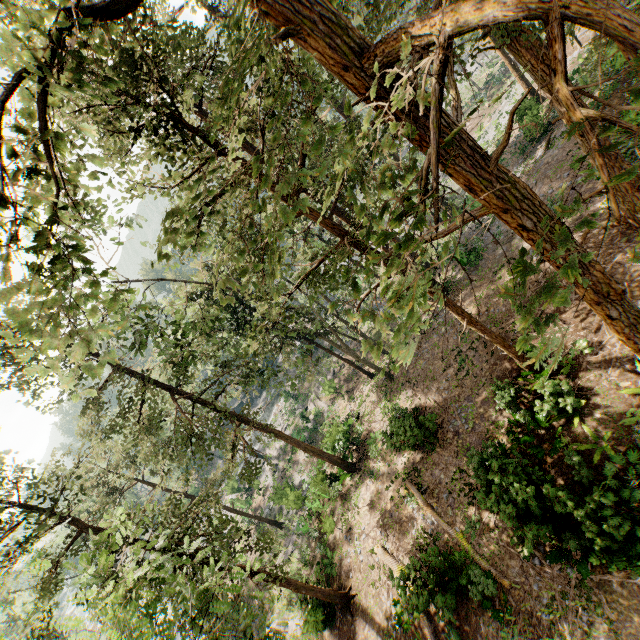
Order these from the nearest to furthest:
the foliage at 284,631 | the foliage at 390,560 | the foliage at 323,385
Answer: the foliage at 284,631 → the foliage at 390,560 → the foliage at 323,385

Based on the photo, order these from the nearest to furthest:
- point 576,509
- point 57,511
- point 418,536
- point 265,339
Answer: point 576,509 → point 57,511 → point 418,536 → point 265,339

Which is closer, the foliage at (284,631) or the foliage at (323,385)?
the foliage at (284,631)

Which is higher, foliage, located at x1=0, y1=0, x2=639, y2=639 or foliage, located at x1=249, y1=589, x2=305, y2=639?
foliage, located at x1=0, y1=0, x2=639, y2=639

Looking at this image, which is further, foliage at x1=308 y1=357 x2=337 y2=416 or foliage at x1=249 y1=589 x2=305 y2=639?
foliage at x1=308 y1=357 x2=337 y2=416
